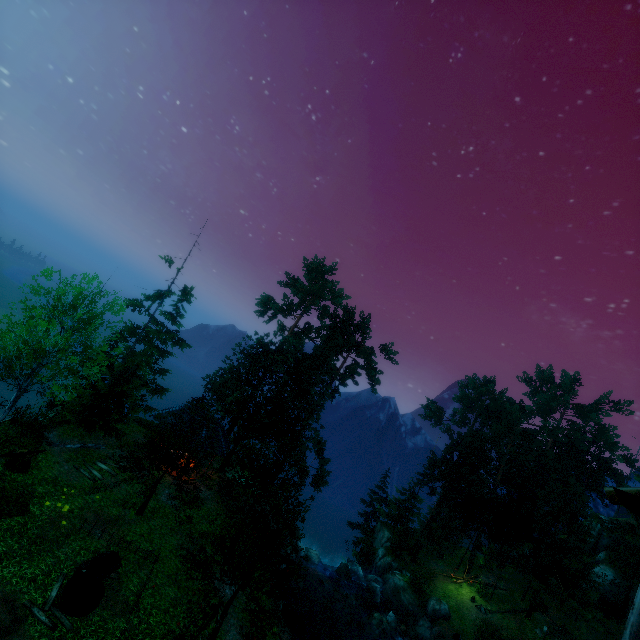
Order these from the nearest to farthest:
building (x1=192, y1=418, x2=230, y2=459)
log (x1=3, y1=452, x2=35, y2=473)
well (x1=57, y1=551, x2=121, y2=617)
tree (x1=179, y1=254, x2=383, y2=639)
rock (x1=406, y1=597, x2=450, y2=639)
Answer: well (x1=57, y1=551, x2=121, y2=617) < tree (x1=179, y1=254, x2=383, y2=639) < log (x1=3, y1=452, x2=35, y2=473) < building (x1=192, y1=418, x2=230, y2=459) < rock (x1=406, y1=597, x2=450, y2=639)

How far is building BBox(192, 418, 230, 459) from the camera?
25.39m

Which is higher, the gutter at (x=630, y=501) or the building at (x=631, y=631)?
the gutter at (x=630, y=501)

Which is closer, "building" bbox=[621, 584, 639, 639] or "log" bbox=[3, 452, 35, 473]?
"building" bbox=[621, 584, 639, 639]

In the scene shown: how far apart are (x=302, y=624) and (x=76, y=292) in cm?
2520

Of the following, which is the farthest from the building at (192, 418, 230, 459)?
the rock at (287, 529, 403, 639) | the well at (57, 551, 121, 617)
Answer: the rock at (287, 529, 403, 639)

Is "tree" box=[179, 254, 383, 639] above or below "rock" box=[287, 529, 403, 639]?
above

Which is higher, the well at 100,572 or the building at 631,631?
the building at 631,631
